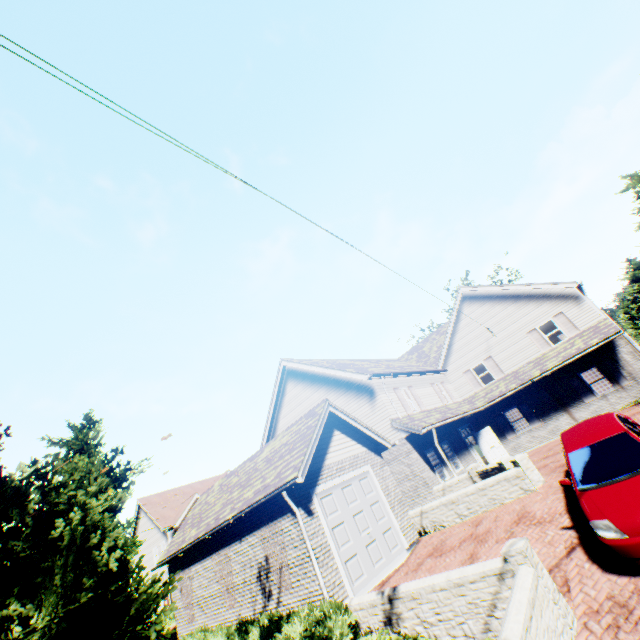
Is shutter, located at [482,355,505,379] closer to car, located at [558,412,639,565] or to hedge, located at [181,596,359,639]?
car, located at [558,412,639,565]

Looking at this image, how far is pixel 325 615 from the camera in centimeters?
787cm

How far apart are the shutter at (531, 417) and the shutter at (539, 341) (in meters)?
3.16

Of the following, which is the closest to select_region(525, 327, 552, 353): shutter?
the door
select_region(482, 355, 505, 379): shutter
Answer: select_region(482, 355, 505, 379): shutter

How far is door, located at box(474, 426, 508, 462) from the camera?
20.17m

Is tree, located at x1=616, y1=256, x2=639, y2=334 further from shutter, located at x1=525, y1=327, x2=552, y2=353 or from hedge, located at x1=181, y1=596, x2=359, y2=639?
shutter, located at x1=525, y1=327, x2=552, y2=353

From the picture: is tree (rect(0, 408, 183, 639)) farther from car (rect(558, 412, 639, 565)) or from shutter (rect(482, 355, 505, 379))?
shutter (rect(482, 355, 505, 379))

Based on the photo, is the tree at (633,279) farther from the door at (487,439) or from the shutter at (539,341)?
the door at (487,439)
